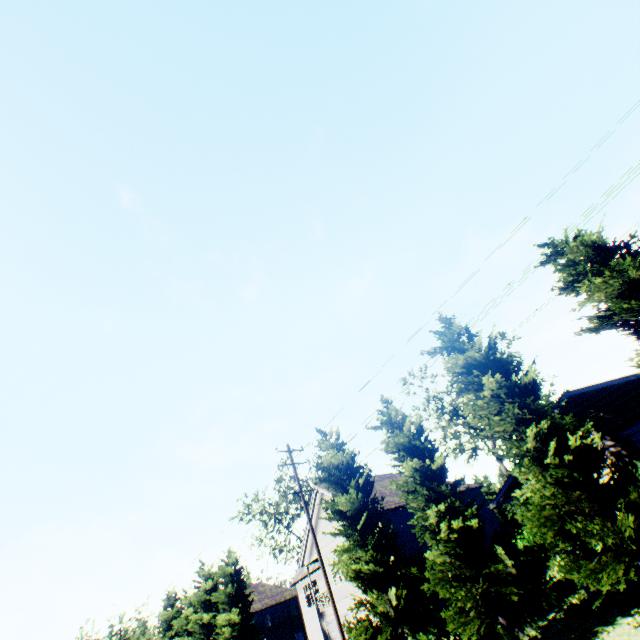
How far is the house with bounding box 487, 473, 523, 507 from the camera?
15.5 meters

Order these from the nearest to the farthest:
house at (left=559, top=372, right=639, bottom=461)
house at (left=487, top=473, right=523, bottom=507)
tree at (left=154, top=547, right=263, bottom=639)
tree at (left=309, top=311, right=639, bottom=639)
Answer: tree at (left=309, top=311, right=639, bottom=639)
house at (left=559, top=372, right=639, bottom=461)
house at (left=487, top=473, right=523, bottom=507)
tree at (left=154, top=547, right=263, bottom=639)

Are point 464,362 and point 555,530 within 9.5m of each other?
yes

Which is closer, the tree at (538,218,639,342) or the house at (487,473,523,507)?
the tree at (538,218,639,342)

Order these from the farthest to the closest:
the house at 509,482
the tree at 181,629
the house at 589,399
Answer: the tree at 181,629
the house at 509,482
the house at 589,399

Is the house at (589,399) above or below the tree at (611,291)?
below

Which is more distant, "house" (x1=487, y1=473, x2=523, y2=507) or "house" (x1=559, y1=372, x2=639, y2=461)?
"house" (x1=487, y1=473, x2=523, y2=507)
